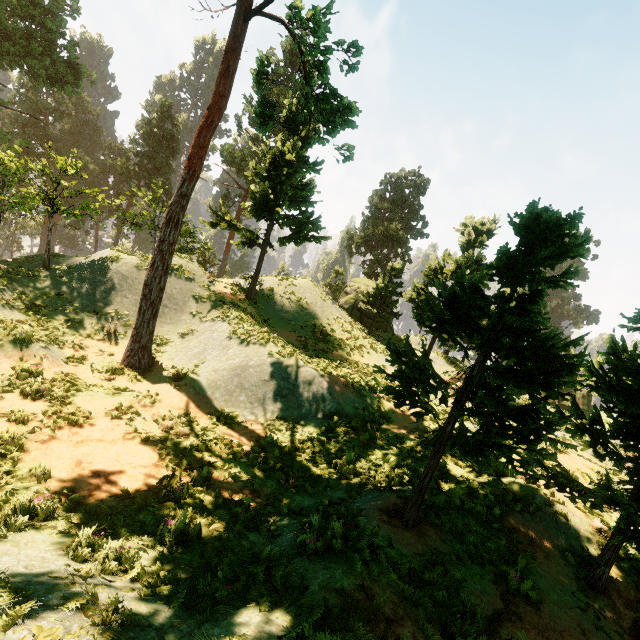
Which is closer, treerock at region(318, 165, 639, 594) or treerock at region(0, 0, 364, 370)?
treerock at region(318, 165, 639, 594)

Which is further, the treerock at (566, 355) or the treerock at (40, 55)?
the treerock at (40, 55)

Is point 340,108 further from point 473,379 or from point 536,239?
point 473,379
